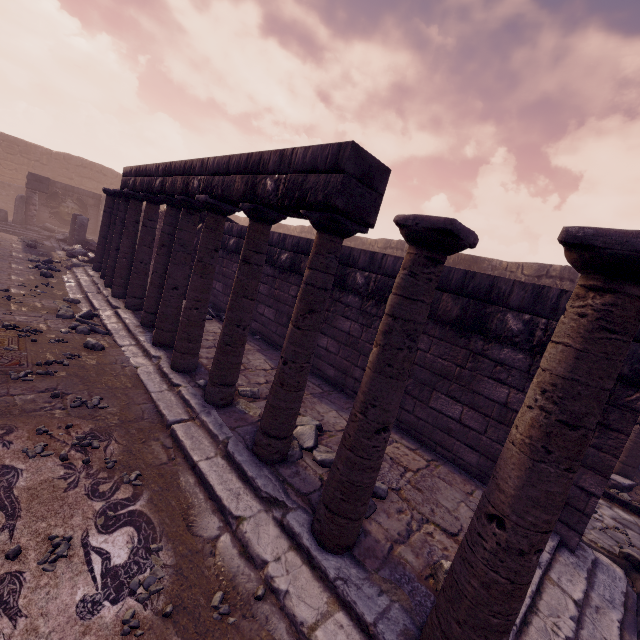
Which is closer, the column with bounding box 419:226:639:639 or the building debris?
the column with bounding box 419:226:639:639

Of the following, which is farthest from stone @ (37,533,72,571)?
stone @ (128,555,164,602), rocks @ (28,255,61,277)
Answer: rocks @ (28,255,61,277)

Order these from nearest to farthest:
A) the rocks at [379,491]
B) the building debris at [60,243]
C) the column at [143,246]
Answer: the rocks at [379,491] < the column at [143,246] < the building debris at [60,243]

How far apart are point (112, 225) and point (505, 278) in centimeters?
996cm

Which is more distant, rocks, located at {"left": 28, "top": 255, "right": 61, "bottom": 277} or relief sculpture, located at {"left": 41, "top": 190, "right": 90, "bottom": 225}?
relief sculpture, located at {"left": 41, "top": 190, "right": 90, "bottom": 225}

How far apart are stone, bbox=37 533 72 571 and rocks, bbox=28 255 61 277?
10.1m

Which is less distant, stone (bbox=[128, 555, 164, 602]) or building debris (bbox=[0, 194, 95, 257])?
stone (bbox=[128, 555, 164, 602])

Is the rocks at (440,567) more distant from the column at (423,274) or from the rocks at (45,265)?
the rocks at (45,265)
